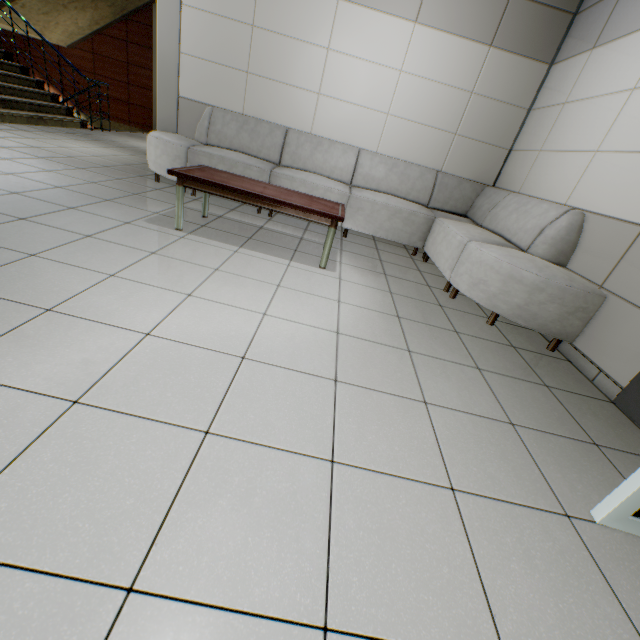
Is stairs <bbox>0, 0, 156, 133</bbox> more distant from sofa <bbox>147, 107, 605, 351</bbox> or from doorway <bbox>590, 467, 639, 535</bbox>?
doorway <bbox>590, 467, 639, 535</bbox>

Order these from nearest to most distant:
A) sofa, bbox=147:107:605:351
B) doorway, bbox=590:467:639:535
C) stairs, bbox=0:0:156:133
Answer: doorway, bbox=590:467:639:535, sofa, bbox=147:107:605:351, stairs, bbox=0:0:156:133

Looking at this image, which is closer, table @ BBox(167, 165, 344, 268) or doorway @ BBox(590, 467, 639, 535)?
doorway @ BBox(590, 467, 639, 535)

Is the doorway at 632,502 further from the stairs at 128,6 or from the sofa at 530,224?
the stairs at 128,6

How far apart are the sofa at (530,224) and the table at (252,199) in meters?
0.7 m

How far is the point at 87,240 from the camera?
2.4 meters

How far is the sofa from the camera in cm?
264

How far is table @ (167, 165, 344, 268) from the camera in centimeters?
282cm
